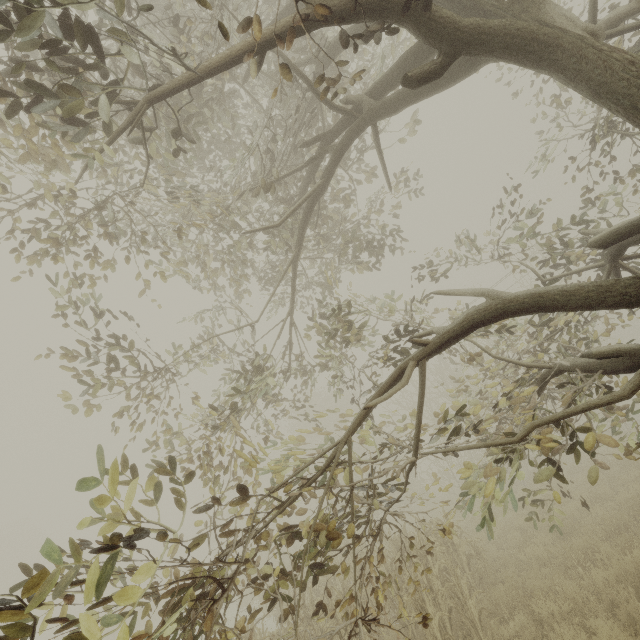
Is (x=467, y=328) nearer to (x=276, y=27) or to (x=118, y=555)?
(x=276, y=27)
